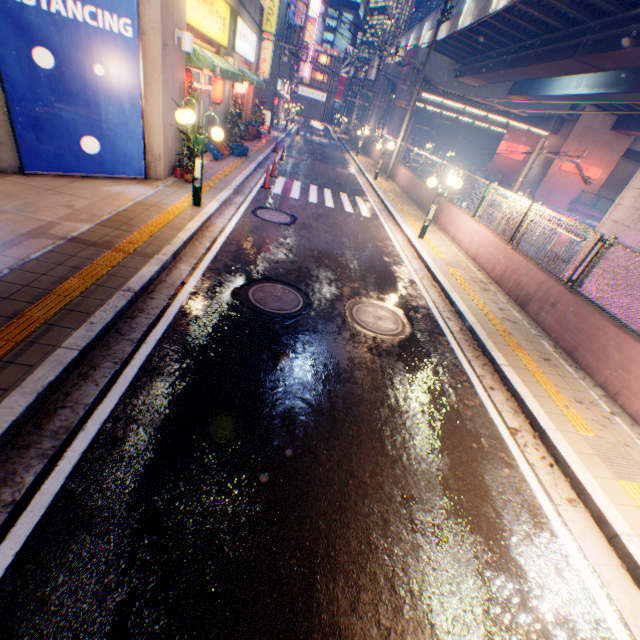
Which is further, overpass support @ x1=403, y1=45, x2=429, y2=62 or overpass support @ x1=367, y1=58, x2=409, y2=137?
overpass support @ x1=367, y1=58, x2=409, y2=137

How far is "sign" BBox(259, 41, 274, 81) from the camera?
26.05m

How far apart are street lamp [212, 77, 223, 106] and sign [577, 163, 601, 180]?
35.5 meters

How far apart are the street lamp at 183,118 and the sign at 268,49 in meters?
24.9

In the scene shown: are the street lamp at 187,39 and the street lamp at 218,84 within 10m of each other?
yes

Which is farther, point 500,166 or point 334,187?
point 500,166

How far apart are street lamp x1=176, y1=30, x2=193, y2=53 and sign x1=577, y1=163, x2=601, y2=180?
38.29m

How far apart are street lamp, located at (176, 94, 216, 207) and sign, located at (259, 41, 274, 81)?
24.90m
